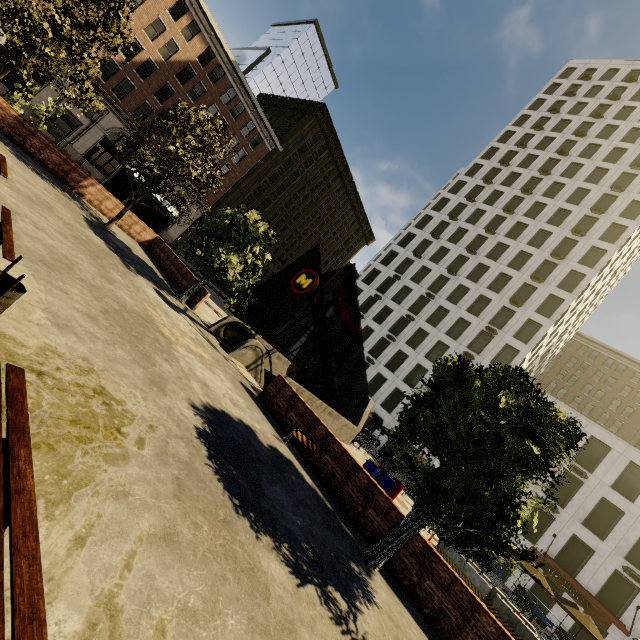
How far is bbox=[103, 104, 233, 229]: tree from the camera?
15.00m

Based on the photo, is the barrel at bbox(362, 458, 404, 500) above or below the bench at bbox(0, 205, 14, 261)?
above

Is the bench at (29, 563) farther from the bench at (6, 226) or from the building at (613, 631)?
the building at (613, 631)

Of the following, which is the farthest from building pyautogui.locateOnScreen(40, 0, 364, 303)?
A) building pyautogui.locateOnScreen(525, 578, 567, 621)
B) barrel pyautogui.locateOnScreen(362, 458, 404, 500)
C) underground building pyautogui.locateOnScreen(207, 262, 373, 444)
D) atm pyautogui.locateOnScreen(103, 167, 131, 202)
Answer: building pyautogui.locateOnScreen(525, 578, 567, 621)

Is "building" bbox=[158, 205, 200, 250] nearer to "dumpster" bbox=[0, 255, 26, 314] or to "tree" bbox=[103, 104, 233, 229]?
"tree" bbox=[103, 104, 233, 229]

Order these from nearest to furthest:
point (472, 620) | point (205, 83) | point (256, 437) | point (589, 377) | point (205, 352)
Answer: point (472, 620), point (256, 437), point (205, 352), point (205, 83), point (589, 377)

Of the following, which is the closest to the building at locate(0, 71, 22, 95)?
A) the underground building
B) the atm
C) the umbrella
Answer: the atm

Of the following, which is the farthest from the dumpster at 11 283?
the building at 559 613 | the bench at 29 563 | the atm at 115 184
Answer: the building at 559 613
